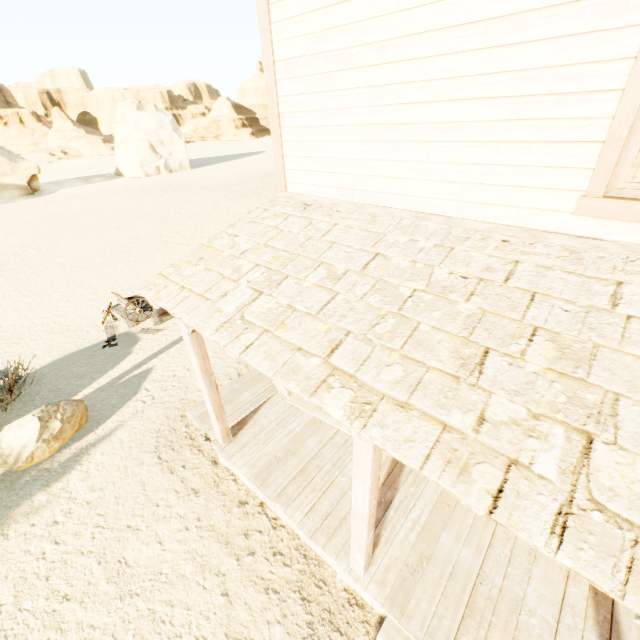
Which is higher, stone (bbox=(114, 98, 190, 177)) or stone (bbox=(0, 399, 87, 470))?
stone (bbox=(114, 98, 190, 177))

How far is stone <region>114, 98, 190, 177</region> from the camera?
34.3 meters

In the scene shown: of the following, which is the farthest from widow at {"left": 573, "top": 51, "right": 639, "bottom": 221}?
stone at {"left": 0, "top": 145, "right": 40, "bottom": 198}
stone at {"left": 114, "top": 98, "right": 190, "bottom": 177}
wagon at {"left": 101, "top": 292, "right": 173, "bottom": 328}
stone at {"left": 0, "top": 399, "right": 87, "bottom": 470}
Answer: stone at {"left": 114, "top": 98, "right": 190, "bottom": 177}

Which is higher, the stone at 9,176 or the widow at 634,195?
the widow at 634,195

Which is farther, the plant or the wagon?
the wagon

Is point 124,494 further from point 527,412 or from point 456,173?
point 456,173

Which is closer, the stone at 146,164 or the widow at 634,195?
the widow at 634,195

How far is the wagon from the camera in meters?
8.4
